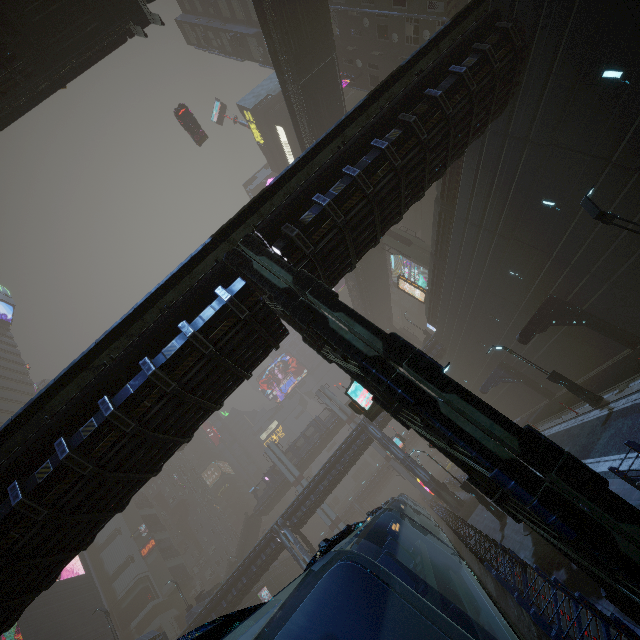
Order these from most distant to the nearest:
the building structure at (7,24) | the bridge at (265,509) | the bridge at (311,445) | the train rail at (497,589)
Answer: the bridge at (311,445)
the bridge at (265,509)
the building structure at (7,24)
the train rail at (497,589)

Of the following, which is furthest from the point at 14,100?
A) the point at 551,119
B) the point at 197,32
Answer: the point at 197,32

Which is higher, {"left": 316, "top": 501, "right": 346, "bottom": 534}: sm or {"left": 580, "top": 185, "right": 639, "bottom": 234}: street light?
{"left": 316, "top": 501, "right": 346, "bottom": 534}: sm

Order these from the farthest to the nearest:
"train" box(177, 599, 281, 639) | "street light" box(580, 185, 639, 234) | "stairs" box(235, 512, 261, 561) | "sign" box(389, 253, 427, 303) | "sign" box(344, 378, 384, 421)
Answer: "stairs" box(235, 512, 261, 561) < "sign" box(389, 253, 427, 303) < "sign" box(344, 378, 384, 421) < "street light" box(580, 185, 639, 234) < "train" box(177, 599, 281, 639)

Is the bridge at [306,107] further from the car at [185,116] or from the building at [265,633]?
the car at [185,116]

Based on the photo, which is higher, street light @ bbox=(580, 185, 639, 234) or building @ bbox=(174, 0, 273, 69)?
building @ bbox=(174, 0, 273, 69)

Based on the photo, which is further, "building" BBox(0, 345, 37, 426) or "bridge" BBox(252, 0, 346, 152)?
"building" BBox(0, 345, 37, 426)

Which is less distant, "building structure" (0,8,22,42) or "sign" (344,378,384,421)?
"building structure" (0,8,22,42)
